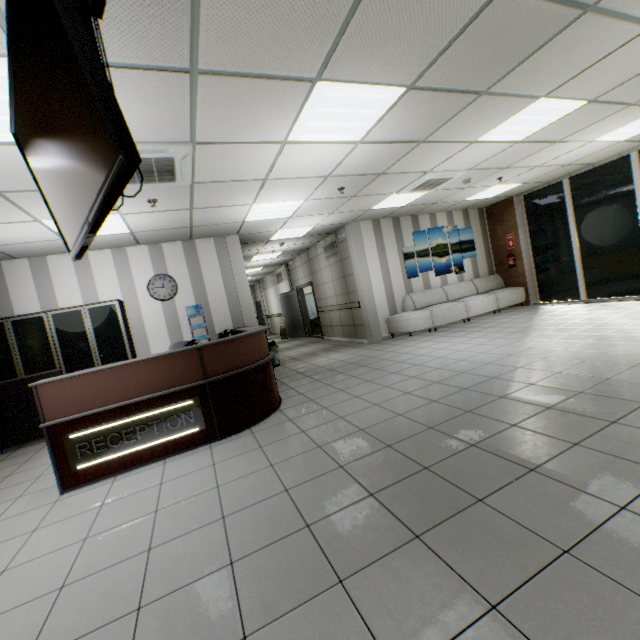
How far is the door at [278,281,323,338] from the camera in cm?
1240

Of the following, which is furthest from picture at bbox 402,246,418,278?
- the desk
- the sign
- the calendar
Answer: the sign

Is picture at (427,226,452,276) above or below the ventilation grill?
below

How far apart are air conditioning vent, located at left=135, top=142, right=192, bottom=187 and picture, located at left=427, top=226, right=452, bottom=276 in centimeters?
633cm

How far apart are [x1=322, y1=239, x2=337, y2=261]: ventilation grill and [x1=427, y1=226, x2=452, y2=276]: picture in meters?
1.8

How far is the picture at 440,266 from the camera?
9.5 meters

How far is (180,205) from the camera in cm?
491

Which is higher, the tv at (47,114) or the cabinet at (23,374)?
the tv at (47,114)
